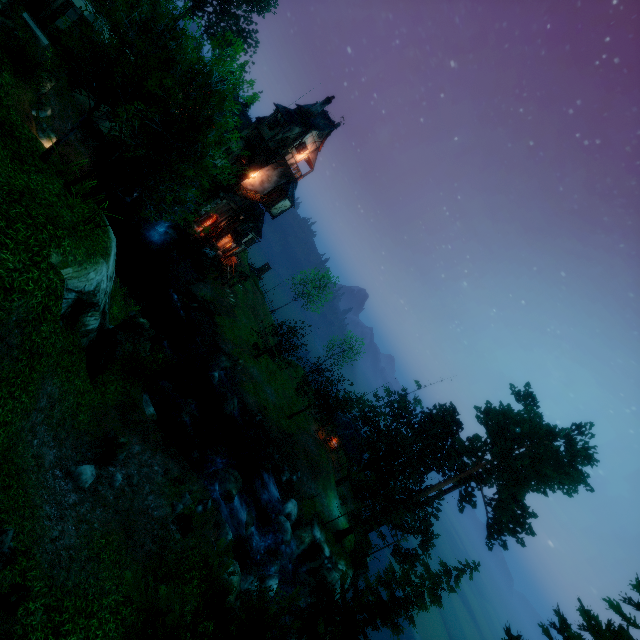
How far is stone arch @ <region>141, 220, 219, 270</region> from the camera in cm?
3478

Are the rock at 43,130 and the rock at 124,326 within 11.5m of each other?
no

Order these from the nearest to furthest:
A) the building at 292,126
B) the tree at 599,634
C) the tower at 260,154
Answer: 1. the tree at 599,634
2. the building at 292,126
3. the tower at 260,154

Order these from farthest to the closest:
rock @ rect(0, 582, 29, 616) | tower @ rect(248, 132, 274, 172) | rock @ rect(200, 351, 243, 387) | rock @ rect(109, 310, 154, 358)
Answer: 1. tower @ rect(248, 132, 274, 172)
2. rock @ rect(200, 351, 243, 387)
3. rock @ rect(109, 310, 154, 358)
4. rock @ rect(0, 582, 29, 616)

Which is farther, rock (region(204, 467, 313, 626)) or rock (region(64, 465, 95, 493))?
rock (region(204, 467, 313, 626))

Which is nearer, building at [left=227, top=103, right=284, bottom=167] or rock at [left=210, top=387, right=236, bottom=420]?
rock at [left=210, top=387, right=236, bottom=420]

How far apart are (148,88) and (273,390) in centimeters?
3005cm

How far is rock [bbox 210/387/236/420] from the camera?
27.4m
